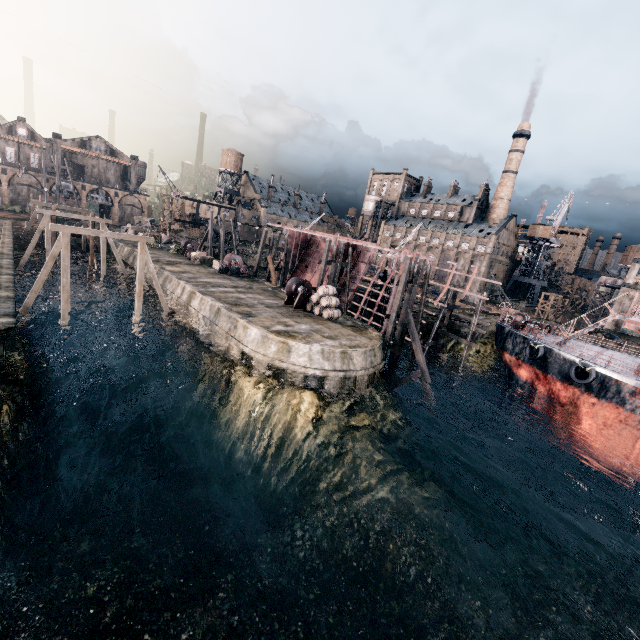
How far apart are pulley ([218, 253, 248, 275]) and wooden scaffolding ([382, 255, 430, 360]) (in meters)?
21.15

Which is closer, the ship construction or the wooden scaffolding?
the wooden scaffolding

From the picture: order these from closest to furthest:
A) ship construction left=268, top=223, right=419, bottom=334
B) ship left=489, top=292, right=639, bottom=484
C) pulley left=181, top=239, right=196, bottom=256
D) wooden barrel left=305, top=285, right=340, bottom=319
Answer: ship left=489, top=292, right=639, bottom=484
wooden barrel left=305, top=285, right=340, bottom=319
ship construction left=268, top=223, right=419, bottom=334
pulley left=181, top=239, right=196, bottom=256

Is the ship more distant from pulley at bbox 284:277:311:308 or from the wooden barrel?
pulley at bbox 284:277:311:308

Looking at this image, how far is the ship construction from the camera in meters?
33.5

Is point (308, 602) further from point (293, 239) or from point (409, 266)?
point (293, 239)

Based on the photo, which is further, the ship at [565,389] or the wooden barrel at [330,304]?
the wooden barrel at [330,304]

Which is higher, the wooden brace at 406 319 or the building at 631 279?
the building at 631 279
